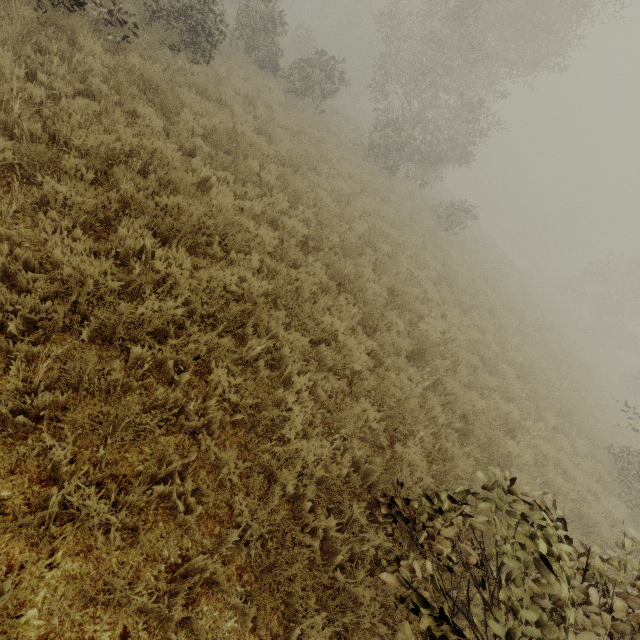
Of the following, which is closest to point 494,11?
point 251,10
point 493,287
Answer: point 251,10
